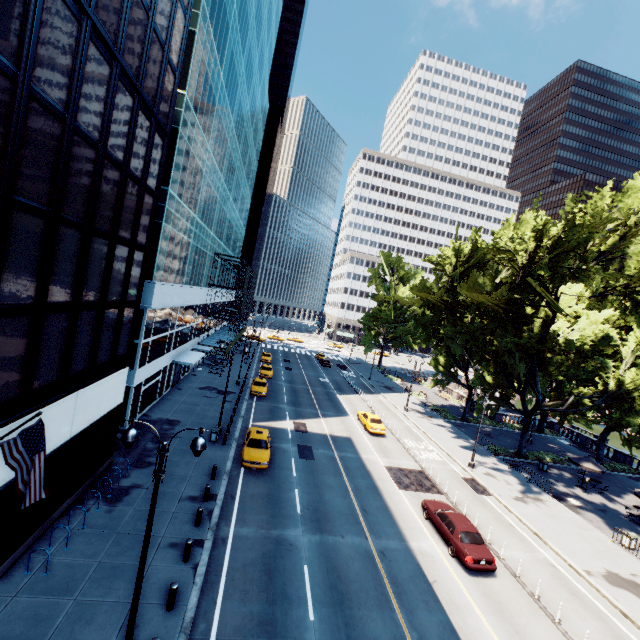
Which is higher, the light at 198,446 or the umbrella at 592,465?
the light at 198,446

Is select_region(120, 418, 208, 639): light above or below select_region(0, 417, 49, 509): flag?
above

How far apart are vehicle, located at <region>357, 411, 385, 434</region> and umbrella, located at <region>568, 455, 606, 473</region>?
17.00m

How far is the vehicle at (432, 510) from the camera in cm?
1616

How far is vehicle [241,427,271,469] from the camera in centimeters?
2138cm

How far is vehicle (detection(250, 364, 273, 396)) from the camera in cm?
3675

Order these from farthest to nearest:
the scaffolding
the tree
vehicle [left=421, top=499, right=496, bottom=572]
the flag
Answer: the scaffolding → the tree → vehicle [left=421, top=499, right=496, bottom=572] → the flag

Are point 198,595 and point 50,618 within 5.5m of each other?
yes
